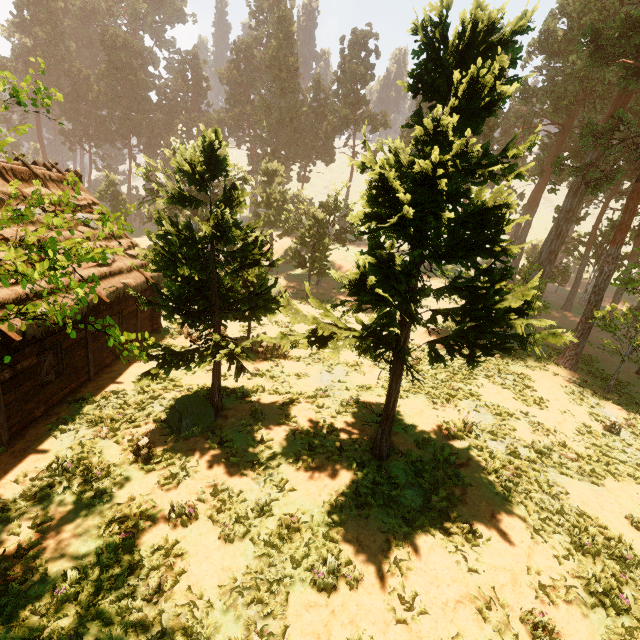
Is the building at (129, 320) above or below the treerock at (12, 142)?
below

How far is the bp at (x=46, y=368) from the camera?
10.24m

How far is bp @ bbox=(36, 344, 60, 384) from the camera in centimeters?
1024cm

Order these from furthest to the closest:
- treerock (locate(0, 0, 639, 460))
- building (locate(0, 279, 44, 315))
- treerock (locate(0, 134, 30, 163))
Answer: building (locate(0, 279, 44, 315))
treerock (locate(0, 0, 639, 460))
treerock (locate(0, 134, 30, 163))

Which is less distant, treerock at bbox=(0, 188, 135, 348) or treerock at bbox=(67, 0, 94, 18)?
treerock at bbox=(0, 188, 135, 348)

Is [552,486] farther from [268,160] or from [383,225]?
[268,160]

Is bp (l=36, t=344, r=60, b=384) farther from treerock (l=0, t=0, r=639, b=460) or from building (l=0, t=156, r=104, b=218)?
treerock (l=0, t=0, r=639, b=460)
